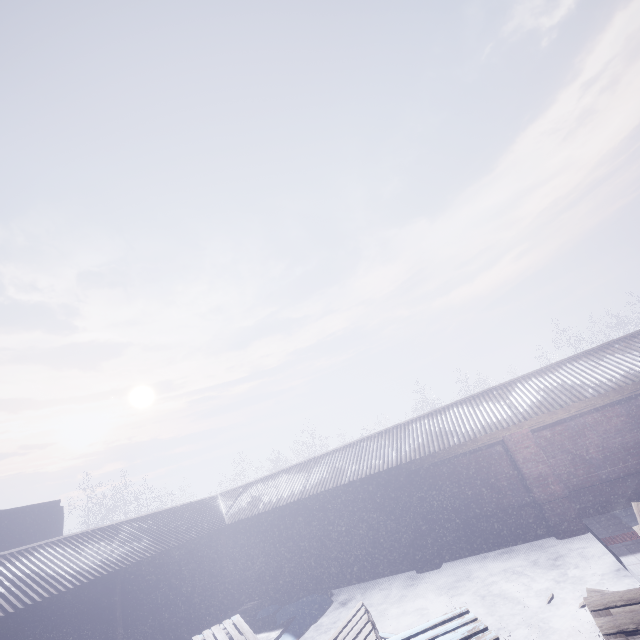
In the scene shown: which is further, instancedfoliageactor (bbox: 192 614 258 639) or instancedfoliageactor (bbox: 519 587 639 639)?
instancedfoliageactor (bbox: 192 614 258 639)

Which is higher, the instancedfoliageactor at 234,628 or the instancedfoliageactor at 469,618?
the instancedfoliageactor at 469,618

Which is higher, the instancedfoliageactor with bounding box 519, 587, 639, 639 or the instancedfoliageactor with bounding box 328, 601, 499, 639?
the instancedfoliageactor with bounding box 328, 601, 499, 639

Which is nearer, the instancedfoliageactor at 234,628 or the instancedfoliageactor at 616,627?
the instancedfoliageactor at 616,627

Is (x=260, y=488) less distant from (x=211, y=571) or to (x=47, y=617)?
(x=211, y=571)
